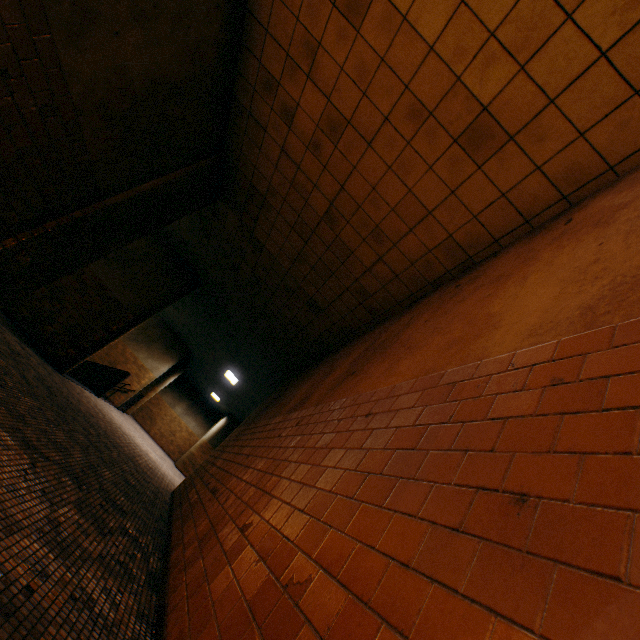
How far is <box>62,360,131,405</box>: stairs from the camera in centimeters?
1085cm

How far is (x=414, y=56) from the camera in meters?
2.8

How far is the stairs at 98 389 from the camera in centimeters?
1085cm
